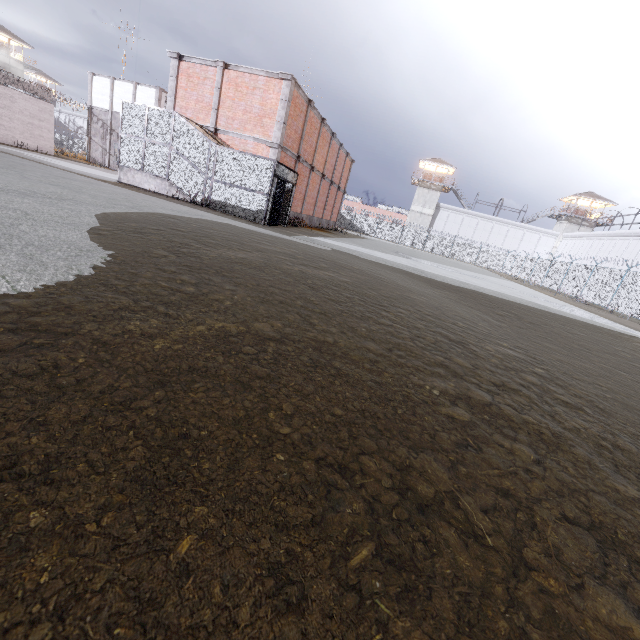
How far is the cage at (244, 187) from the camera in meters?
14.8 m

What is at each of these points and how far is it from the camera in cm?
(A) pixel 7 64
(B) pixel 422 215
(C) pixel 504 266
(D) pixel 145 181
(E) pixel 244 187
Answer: (A) building, 5159
(B) building, 5628
(C) fence, 4759
(D) stair, 1631
(E) cage, 1497

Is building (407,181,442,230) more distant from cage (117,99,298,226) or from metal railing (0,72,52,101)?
metal railing (0,72,52,101)

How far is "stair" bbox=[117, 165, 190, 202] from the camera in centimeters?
1599cm

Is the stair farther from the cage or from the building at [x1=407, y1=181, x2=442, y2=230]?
the building at [x1=407, y1=181, x2=442, y2=230]

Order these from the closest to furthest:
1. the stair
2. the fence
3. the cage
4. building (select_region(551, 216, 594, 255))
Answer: the cage, the stair, the fence, building (select_region(551, 216, 594, 255))

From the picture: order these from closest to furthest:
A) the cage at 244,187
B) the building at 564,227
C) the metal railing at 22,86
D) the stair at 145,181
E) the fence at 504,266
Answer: the cage at 244,187 → the stair at 145,181 → the fence at 504,266 → the metal railing at 22,86 → the building at 564,227

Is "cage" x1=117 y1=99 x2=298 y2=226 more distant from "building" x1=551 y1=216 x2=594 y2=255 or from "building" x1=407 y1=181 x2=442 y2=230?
"building" x1=551 y1=216 x2=594 y2=255
